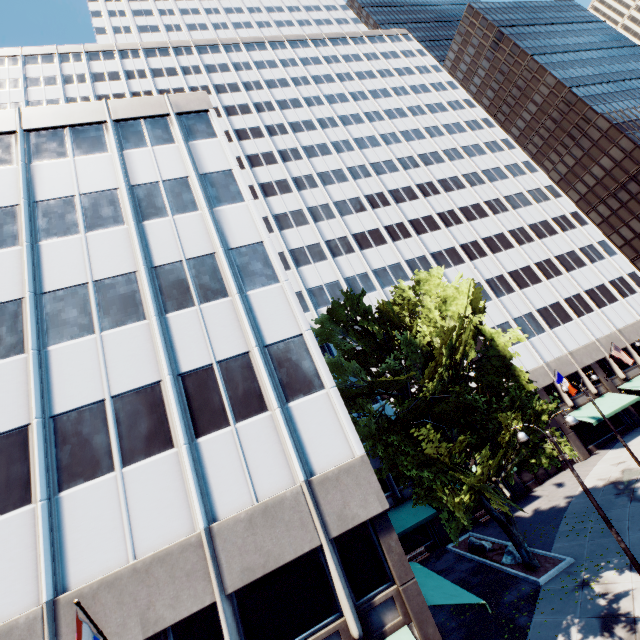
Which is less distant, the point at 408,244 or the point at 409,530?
the point at 409,530

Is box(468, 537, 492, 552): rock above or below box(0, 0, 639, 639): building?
below

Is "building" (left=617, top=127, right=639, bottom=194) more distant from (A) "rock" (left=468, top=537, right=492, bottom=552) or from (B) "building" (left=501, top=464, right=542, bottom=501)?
(A) "rock" (left=468, top=537, right=492, bottom=552)

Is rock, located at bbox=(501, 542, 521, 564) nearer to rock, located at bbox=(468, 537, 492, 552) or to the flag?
rock, located at bbox=(468, 537, 492, 552)

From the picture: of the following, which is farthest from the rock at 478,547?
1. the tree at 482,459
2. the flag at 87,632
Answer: the flag at 87,632

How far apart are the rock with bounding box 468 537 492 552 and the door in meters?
10.4 m

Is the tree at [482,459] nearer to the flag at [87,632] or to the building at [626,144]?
the flag at [87,632]

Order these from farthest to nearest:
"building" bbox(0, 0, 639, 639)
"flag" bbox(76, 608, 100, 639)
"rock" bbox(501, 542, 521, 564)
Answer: "rock" bbox(501, 542, 521, 564)
"building" bbox(0, 0, 639, 639)
"flag" bbox(76, 608, 100, 639)
